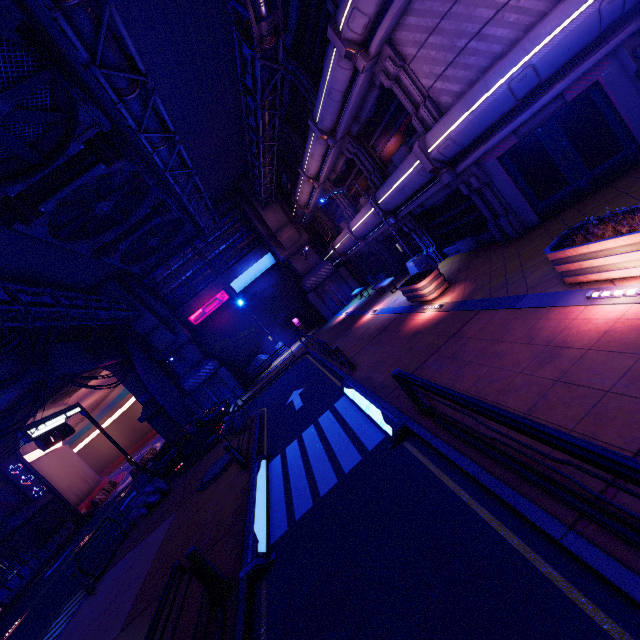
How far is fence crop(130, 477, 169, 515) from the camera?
15.2m

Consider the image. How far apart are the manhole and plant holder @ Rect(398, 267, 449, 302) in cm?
934

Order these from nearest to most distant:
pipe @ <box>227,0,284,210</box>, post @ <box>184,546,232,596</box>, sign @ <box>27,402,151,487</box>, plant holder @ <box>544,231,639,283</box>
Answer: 1. plant holder @ <box>544,231,639,283</box>
2. post @ <box>184,546,232,596</box>
3. pipe @ <box>227,0,284,210</box>
4. sign @ <box>27,402,151,487</box>

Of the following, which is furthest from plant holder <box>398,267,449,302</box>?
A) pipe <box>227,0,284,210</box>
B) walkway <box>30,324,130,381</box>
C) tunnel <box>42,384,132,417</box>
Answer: tunnel <box>42,384,132,417</box>

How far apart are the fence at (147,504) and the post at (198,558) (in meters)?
11.80

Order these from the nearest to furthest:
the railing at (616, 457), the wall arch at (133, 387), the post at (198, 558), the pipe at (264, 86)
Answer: the railing at (616, 457), the post at (198, 558), the pipe at (264, 86), the wall arch at (133, 387)

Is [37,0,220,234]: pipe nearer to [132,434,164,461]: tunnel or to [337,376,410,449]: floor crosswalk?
[337,376,410,449]: floor crosswalk

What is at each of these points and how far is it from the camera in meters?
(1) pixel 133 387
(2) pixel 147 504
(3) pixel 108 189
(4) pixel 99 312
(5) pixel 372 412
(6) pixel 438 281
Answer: (1) wall arch, 26.8
(2) fence, 15.4
(3) vent, 13.5
(4) pipe, 17.3
(5) floor crosswalk, 8.0
(6) plant holder, 11.7
